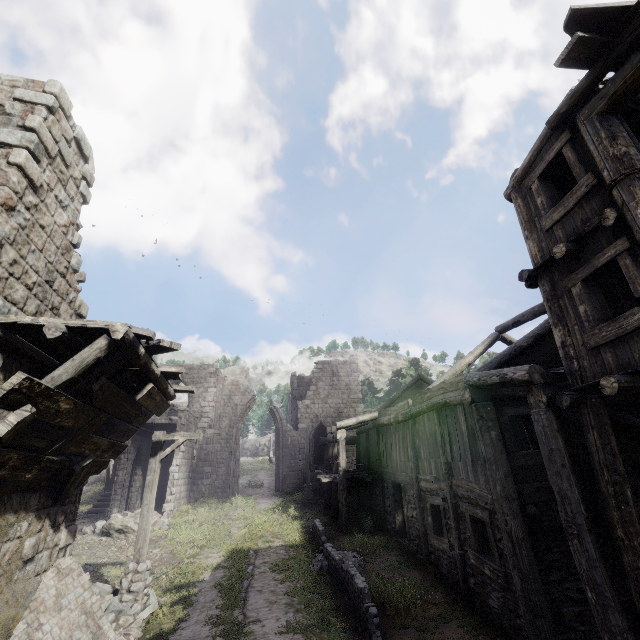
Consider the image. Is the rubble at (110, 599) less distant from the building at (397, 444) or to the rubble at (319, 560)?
the building at (397, 444)

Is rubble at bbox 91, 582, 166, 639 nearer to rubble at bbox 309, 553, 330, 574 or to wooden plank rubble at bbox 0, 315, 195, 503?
wooden plank rubble at bbox 0, 315, 195, 503

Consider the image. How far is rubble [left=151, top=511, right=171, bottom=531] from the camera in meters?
17.1 m

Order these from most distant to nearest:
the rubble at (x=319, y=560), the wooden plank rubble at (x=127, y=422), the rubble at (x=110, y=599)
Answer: the rubble at (x=319, y=560), the rubble at (x=110, y=599), the wooden plank rubble at (x=127, y=422)

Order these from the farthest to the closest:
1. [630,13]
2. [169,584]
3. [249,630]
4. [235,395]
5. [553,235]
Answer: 1. [235,395]
2. [169,584]
3. [249,630]
4. [553,235]
5. [630,13]

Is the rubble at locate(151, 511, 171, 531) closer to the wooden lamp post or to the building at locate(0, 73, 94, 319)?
the building at locate(0, 73, 94, 319)

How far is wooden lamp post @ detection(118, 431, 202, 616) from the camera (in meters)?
8.65

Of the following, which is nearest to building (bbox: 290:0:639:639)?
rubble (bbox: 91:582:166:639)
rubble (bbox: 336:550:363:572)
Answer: rubble (bbox: 91:582:166:639)
